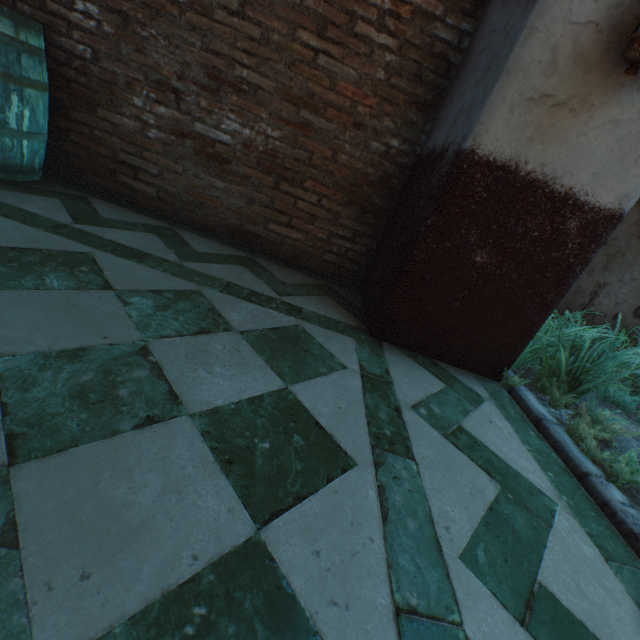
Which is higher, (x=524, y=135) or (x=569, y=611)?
(x=524, y=135)

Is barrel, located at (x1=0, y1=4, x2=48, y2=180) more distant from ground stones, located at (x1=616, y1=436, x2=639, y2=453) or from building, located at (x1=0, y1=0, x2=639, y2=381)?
ground stones, located at (x1=616, y1=436, x2=639, y2=453)

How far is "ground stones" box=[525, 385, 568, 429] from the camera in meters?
2.1

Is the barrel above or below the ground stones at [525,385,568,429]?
above

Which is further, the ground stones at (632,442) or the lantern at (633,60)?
the ground stones at (632,442)

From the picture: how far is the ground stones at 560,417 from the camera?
2.10m

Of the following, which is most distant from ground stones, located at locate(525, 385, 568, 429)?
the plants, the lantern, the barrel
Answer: the barrel

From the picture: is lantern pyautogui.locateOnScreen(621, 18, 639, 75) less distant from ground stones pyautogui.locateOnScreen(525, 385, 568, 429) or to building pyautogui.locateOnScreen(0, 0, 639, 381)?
building pyautogui.locateOnScreen(0, 0, 639, 381)
